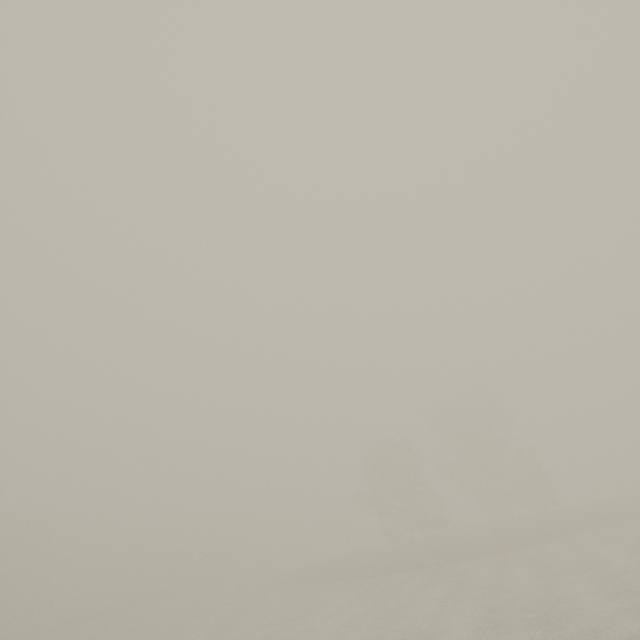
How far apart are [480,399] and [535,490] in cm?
1186
